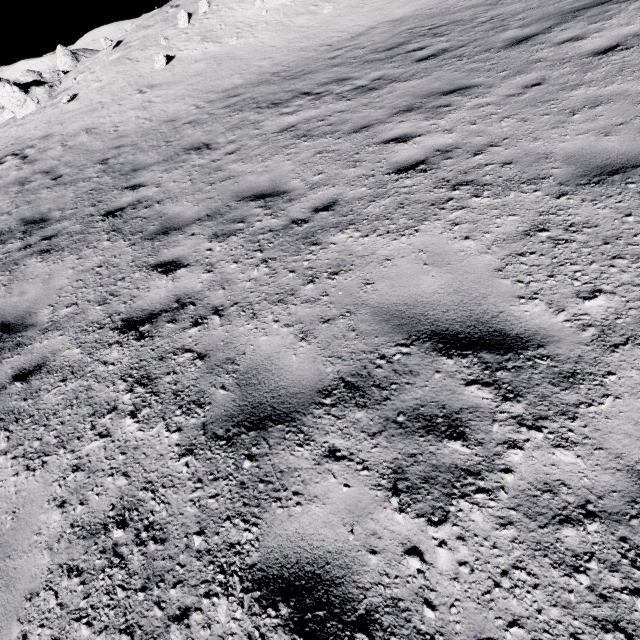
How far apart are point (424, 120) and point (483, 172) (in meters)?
2.27
